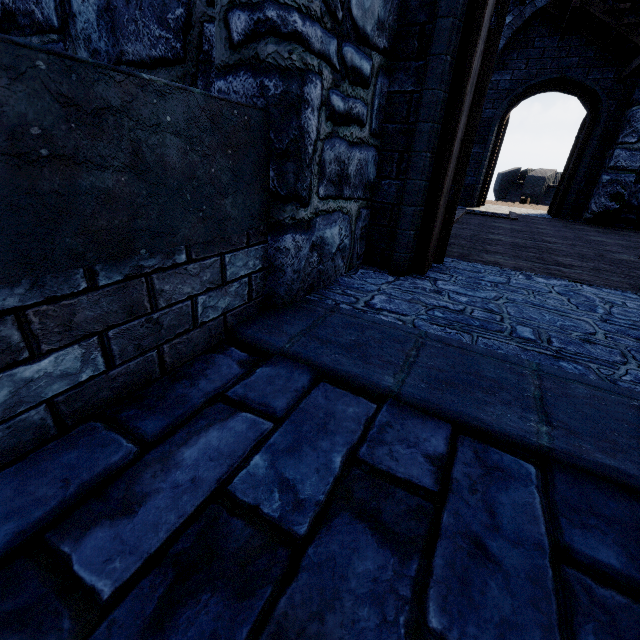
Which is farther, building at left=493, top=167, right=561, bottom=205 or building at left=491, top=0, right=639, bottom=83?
building at left=493, top=167, right=561, bottom=205

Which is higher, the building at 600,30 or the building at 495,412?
the building at 600,30

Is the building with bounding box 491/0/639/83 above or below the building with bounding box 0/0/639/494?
above

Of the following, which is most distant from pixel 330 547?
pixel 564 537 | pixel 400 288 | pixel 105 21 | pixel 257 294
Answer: pixel 105 21

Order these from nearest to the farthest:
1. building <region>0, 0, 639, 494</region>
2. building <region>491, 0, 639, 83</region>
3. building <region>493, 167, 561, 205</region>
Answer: building <region>0, 0, 639, 494</region>, building <region>491, 0, 639, 83</region>, building <region>493, 167, 561, 205</region>

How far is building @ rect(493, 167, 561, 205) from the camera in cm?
2270

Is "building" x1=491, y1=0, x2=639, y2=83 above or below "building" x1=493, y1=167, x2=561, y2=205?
above

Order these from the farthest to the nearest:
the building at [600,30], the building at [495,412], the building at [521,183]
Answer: the building at [521,183] → the building at [600,30] → the building at [495,412]
